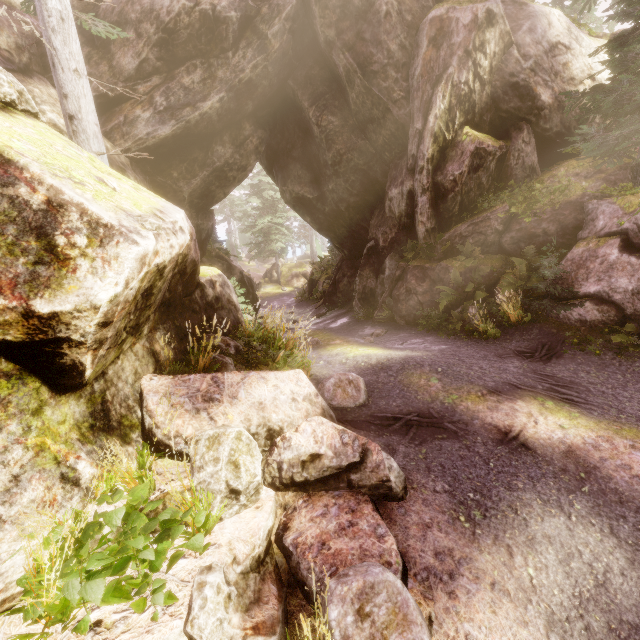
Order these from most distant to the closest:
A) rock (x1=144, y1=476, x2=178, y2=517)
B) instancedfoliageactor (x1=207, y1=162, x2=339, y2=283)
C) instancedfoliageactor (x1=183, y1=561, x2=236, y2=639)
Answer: instancedfoliageactor (x1=207, y1=162, x2=339, y2=283)
rock (x1=144, y1=476, x2=178, y2=517)
instancedfoliageactor (x1=183, y1=561, x2=236, y2=639)

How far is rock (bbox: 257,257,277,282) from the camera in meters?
39.4 m

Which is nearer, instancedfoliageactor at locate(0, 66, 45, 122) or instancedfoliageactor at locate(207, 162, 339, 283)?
instancedfoliageactor at locate(0, 66, 45, 122)

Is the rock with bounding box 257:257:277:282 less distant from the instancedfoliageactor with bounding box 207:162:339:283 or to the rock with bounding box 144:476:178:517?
the instancedfoliageactor with bounding box 207:162:339:283

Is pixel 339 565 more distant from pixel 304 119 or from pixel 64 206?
pixel 304 119

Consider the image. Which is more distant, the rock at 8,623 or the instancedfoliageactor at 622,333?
the instancedfoliageactor at 622,333

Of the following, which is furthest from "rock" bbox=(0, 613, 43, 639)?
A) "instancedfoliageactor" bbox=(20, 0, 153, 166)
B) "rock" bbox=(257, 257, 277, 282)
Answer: "rock" bbox=(257, 257, 277, 282)

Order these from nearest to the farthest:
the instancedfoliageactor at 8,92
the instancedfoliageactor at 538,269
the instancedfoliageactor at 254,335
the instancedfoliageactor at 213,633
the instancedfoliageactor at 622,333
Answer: the instancedfoliageactor at 213,633, the instancedfoliageactor at 8,92, the instancedfoliageactor at 254,335, the instancedfoliageactor at 622,333, the instancedfoliageactor at 538,269
